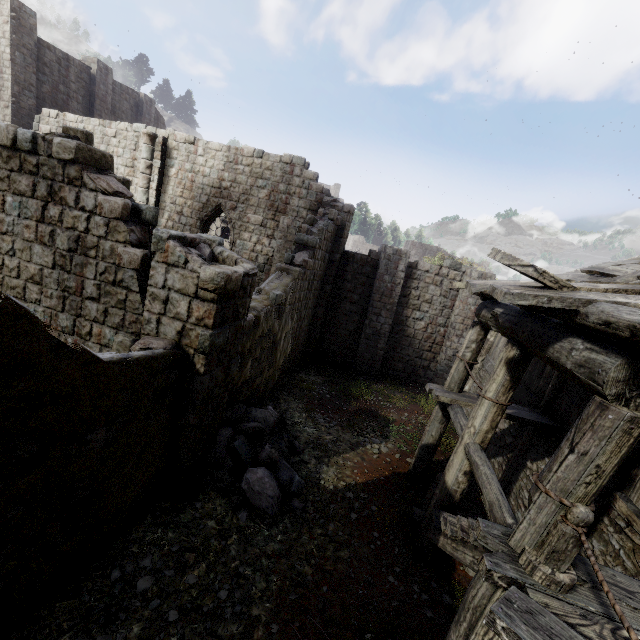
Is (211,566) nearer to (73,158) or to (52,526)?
(52,526)

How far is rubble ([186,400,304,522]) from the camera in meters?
6.3 m

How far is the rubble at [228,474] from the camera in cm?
631

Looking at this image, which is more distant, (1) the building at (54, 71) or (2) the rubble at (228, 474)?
(2) the rubble at (228, 474)

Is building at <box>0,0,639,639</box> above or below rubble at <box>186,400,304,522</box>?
above

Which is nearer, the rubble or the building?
the building
